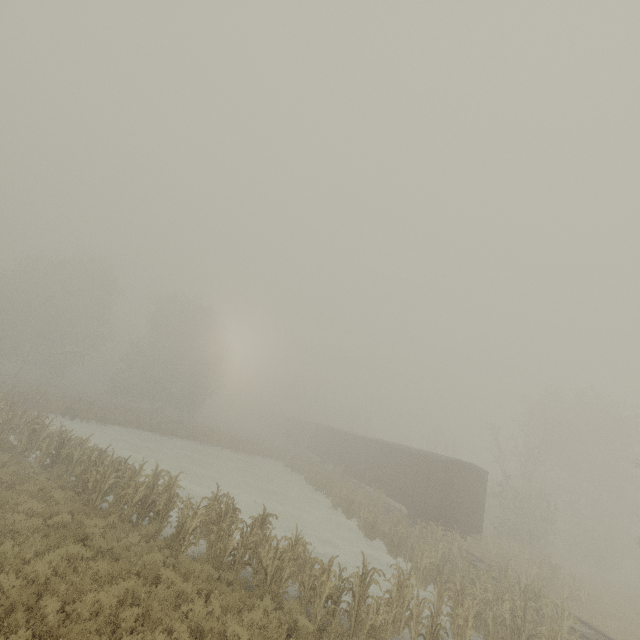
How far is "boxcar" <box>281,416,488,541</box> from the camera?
19.4m

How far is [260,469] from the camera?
33.0 meters

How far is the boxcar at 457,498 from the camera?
19.44m
